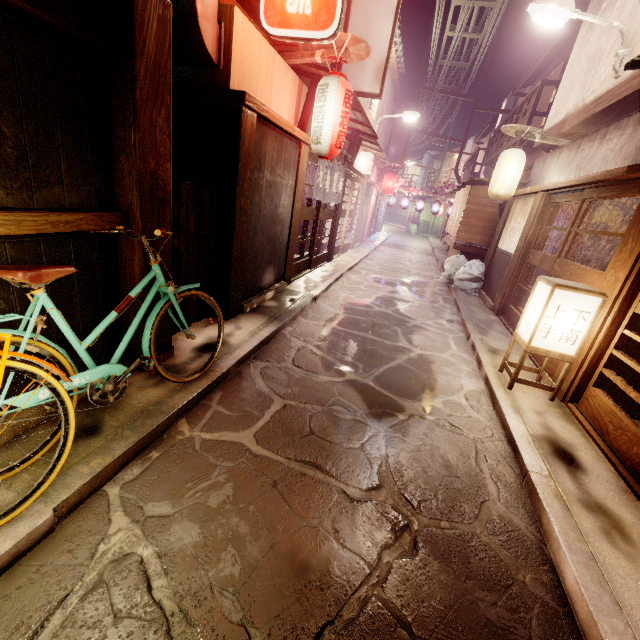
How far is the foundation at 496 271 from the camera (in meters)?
14.92

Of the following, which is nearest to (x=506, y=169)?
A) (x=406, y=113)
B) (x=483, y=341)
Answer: (x=483, y=341)

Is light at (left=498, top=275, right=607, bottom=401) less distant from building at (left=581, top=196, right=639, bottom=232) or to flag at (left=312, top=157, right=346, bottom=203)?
building at (left=581, top=196, right=639, bottom=232)

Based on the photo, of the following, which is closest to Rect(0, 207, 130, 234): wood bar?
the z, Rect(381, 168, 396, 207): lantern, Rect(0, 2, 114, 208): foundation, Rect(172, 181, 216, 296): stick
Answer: Rect(0, 2, 114, 208): foundation

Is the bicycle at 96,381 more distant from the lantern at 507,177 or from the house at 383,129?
the house at 383,129

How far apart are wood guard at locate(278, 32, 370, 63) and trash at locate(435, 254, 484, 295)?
11.4 meters

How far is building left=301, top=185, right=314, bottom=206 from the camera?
18.58m

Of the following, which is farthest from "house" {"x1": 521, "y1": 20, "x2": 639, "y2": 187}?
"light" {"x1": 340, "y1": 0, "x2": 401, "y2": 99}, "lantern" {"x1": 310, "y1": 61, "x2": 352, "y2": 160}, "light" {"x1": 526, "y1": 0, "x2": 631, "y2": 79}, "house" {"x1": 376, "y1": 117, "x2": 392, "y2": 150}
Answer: "house" {"x1": 376, "y1": 117, "x2": 392, "y2": 150}
